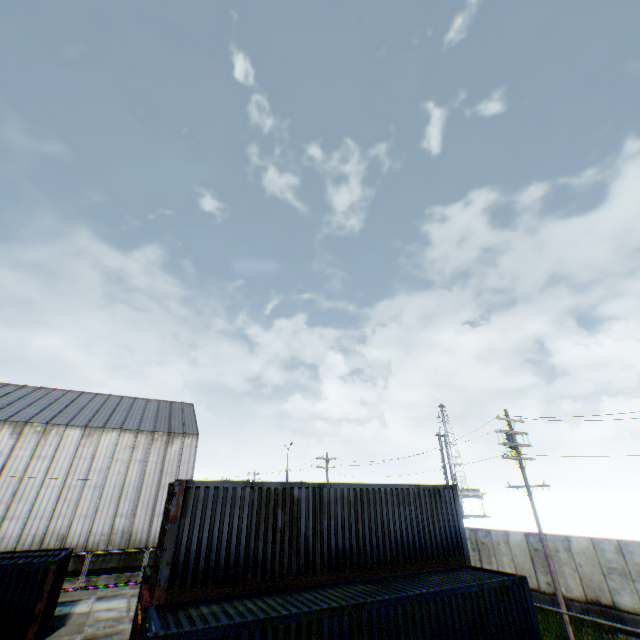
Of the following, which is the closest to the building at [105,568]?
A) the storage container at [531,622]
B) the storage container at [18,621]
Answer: the storage container at [18,621]

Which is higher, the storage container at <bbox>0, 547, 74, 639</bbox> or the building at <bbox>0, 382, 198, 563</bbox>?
the building at <bbox>0, 382, 198, 563</bbox>

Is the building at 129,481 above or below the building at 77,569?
above

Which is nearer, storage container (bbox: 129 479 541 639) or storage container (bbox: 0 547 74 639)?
storage container (bbox: 129 479 541 639)

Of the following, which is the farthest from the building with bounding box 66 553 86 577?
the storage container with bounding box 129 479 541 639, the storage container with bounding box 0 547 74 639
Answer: the storage container with bounding box 129 479 541 639

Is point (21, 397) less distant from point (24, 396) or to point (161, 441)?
point (24, 396)

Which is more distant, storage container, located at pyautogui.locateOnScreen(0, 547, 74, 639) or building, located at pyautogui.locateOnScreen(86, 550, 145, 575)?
building, located at pyautogui.locateOnScreen(86, 550, 145, 575)

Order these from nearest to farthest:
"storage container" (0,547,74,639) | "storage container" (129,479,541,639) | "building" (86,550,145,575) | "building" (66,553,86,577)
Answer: "storage container" (129,479,541,639)
"storage container" (0,547,74,639)
"building" (66,553,86,577)
"building" (86,550,145,575)
